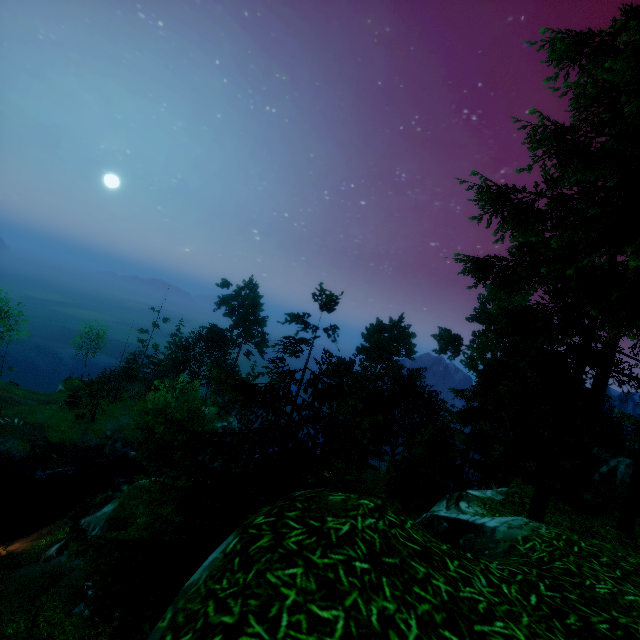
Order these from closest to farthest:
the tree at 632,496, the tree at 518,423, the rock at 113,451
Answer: the tree at 518,423, the tree at 632,496, the rock at 113,451

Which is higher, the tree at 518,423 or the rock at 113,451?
the tree at 518,423

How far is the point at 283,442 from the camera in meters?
6.7 m

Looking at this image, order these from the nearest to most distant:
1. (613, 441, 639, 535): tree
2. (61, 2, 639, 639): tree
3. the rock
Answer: (61, 2, 639, 639): tree → (613, 441, 639, 535): tree → the rock

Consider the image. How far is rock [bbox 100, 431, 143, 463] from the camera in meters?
39.5 m

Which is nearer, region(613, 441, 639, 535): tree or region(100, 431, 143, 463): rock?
region(613, 441, 639, 535): tree

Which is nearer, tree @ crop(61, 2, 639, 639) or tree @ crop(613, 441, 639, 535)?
tree @ crop(61, 2, 639, 639)
